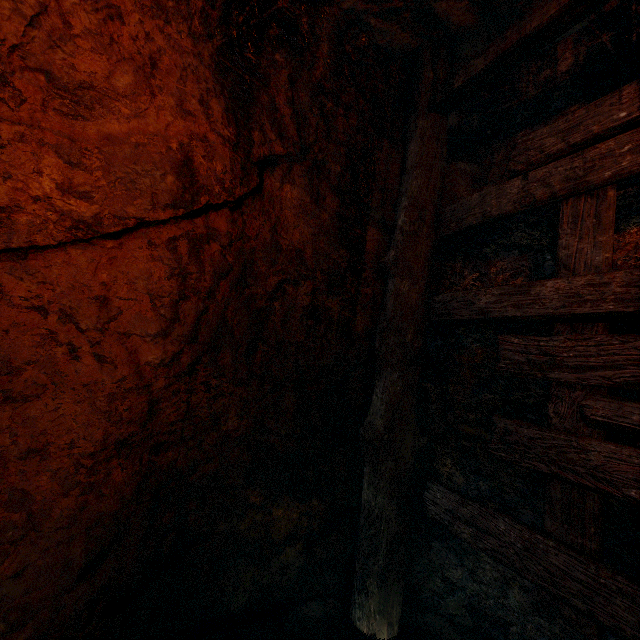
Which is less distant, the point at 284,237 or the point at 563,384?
the point at 563,384
